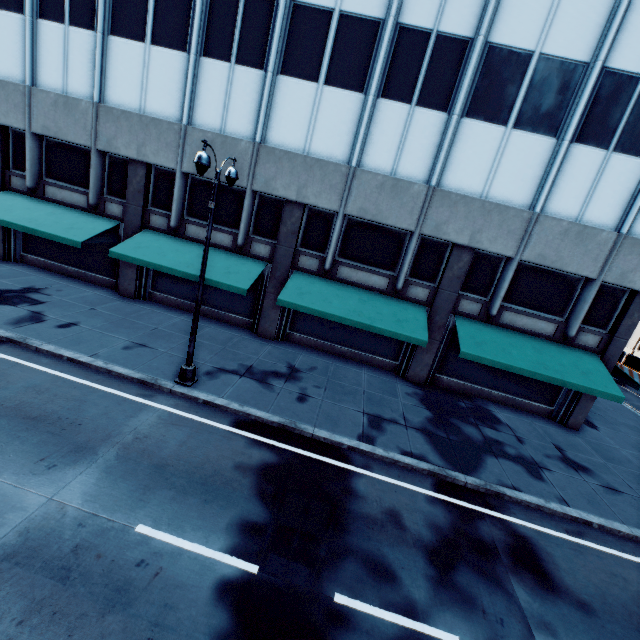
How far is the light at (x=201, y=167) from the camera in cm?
831

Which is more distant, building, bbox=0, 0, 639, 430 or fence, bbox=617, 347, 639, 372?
fence, bbox=617, 347, 639, 372

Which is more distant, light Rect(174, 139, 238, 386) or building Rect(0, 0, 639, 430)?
building Rect(0, 0, 639, 430)

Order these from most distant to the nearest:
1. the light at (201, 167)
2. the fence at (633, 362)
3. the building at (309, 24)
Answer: the fence at (633, 362) < the building at (309, 24) < the light at (201, 167)

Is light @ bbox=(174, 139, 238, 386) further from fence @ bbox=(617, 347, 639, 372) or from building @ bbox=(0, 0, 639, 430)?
fence @ bbox=(617, 347, 639, 372)

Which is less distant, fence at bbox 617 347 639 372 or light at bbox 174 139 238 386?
light at bbox 174 139 238 386

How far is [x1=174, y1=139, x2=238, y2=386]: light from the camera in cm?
831

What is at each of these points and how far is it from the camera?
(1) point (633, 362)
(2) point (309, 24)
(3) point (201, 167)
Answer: (1) fence, 31.4m
(2) building, 13.2m
(3) light, 8.3m
